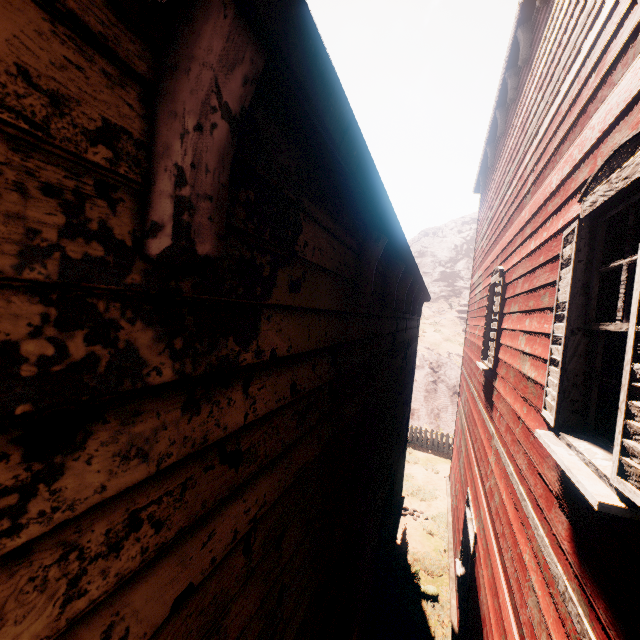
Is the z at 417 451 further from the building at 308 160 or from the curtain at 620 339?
the curtain at 620 339

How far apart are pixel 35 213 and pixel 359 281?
1.97m

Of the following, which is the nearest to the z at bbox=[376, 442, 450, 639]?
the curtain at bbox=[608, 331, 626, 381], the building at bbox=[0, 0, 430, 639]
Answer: the building at bbox=[0, 0, 430, 639]

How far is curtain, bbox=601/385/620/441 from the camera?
1.9m

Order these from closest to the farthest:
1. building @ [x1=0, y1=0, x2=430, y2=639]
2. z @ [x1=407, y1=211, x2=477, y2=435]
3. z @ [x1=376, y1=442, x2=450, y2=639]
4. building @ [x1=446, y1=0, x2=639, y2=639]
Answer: building @ [x1=0, y1=0, x2=430, y2=639] → building @ [x1=446, y1=0, x2=639, y2=639] → z @ [x1=376, y1=442, x2=450, y2=639] → z @ [x1=407, y1=211, x2=477, y2=435]

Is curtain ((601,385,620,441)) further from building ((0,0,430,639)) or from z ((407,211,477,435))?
z ((407,211,477,435))

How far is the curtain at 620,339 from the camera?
1.8m

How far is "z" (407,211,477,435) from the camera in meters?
19.1 m
